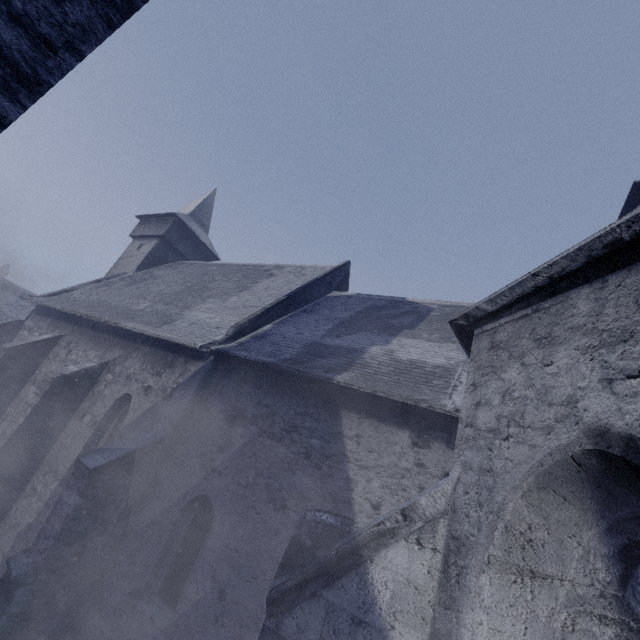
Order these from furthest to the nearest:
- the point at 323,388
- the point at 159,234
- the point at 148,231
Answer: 1. the point at 148,231
2. the point at 159,234
3. the point at 323,388
